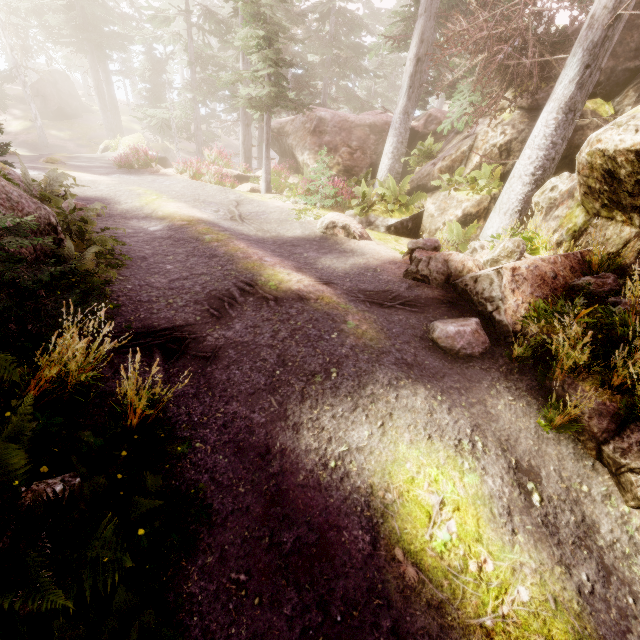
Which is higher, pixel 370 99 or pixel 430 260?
pixel 370 99

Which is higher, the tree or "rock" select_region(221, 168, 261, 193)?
the tree

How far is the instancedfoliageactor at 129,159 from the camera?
17.3m

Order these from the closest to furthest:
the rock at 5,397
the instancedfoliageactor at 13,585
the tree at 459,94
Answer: the instancedfoliageactor at 13,585 < the rock at 5,397 < the tree at 459,94

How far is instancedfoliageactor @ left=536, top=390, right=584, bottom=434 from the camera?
4.0 meters

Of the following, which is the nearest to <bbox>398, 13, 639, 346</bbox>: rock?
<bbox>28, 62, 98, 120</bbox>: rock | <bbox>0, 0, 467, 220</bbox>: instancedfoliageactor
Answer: <bbox>0, 0, 467, 220</bbox>: instancedfoliageactor

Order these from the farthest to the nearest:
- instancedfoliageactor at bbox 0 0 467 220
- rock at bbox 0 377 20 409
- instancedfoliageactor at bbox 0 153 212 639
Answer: instancedfoliageactor at bbox 0 0 467 220 < rock at bbox 0 377 20 409 < instancedfoliageactor at bbox 0 153 212 639

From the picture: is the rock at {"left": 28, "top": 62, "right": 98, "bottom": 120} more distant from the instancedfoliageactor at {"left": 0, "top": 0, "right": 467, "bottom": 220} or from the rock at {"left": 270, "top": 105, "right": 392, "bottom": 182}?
the rock at {"left": 270, "top": 105, "right": 392, "bottom": 182}
